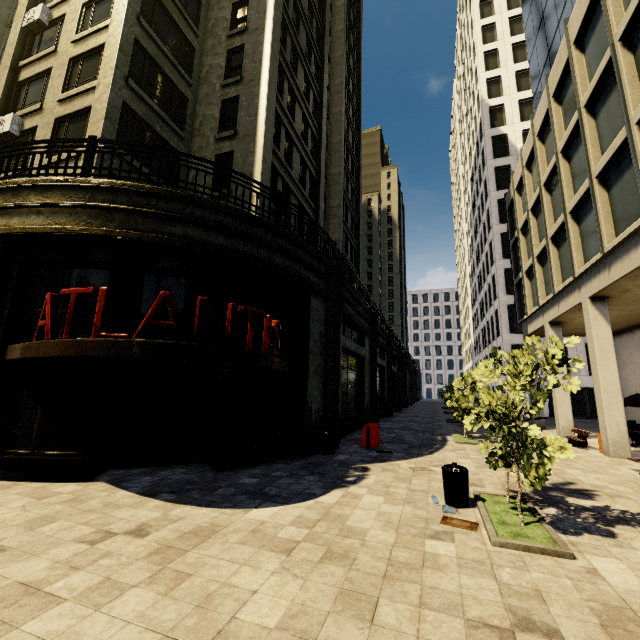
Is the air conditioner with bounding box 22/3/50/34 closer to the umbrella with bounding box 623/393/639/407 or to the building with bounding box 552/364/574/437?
the building with bounding box 552/364/574/437

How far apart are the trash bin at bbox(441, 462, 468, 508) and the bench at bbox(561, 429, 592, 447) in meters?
11.0

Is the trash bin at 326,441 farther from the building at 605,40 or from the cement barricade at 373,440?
the cement barricade at 373,440

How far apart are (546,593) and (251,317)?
6.22m

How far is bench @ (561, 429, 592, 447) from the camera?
13.40m

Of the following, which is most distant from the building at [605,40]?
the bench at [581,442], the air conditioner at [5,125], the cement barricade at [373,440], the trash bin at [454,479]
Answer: the trash bin at [454,479]

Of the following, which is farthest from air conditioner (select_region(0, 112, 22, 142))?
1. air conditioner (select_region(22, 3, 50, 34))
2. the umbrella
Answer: the umbrella

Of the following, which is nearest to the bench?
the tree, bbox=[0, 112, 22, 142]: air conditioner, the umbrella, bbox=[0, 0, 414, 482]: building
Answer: bbox=[0, 0, 414, 482]: building
